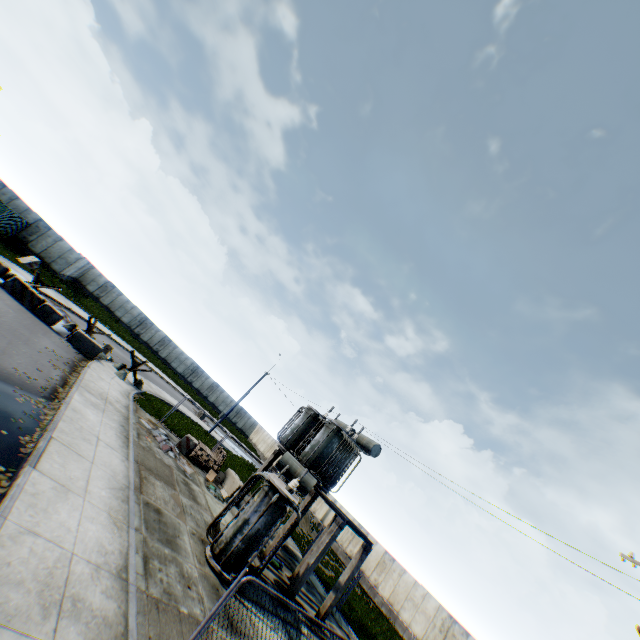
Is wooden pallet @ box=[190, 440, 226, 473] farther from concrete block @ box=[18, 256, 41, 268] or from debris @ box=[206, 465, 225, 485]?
concrete block @ box=[18, 256, 41, 268]

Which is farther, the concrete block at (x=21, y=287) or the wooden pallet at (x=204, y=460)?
the wooden pallet at (x=204, y=460)

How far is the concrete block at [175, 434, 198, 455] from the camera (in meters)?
17.42

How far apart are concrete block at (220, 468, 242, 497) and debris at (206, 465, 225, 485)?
0.8m

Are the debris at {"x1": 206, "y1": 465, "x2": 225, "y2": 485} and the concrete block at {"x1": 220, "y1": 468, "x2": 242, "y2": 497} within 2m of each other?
yes

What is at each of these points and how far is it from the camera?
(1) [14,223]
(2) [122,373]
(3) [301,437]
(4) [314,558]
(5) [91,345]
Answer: (1) metal fence, 29.05m
(2) anti-tank obstacle, 20.36m
(3) electrical compensator, 18.67m
(4) concrete support, 12.26m
(5) concrete block, 19.23m

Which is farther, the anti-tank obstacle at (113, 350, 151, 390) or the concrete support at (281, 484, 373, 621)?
the anti-tank obstacle at (113, 350, 151, 390)

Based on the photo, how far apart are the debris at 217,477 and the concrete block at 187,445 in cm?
136
